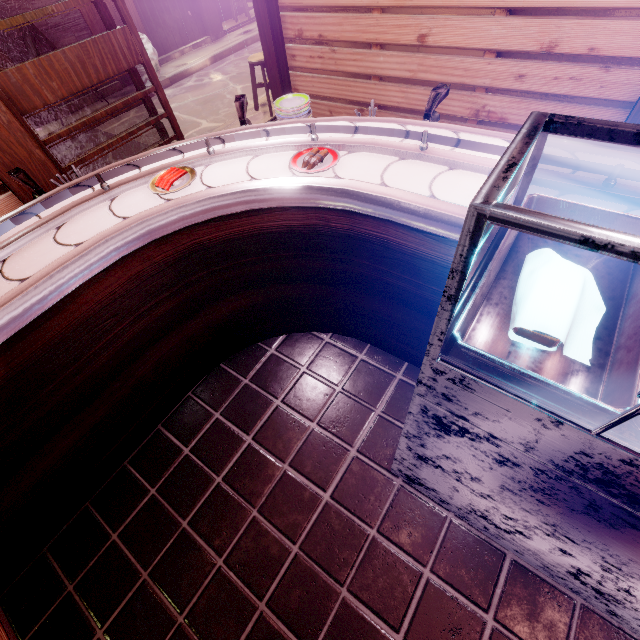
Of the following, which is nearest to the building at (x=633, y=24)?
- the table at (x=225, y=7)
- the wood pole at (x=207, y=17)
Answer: the wood pole at (x=207, y=17)

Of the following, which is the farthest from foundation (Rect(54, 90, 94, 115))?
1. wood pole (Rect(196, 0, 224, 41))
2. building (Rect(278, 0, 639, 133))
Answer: building (Rect(278, 0, 639, 133))

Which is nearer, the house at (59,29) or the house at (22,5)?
the house at (22,5)

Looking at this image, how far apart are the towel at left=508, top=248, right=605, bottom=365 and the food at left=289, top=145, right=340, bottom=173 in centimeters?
183cm

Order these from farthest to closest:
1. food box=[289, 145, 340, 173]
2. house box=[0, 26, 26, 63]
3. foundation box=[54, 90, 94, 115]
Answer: foundation box=[54, 90, 94, 115] < house box=[0, 26, 26, 63] < food box=[289, 145, 340, 173]

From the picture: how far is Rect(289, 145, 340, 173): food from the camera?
3.0m

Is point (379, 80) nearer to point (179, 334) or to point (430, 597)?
point (179, 334)

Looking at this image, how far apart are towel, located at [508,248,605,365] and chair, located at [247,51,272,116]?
10.5m
